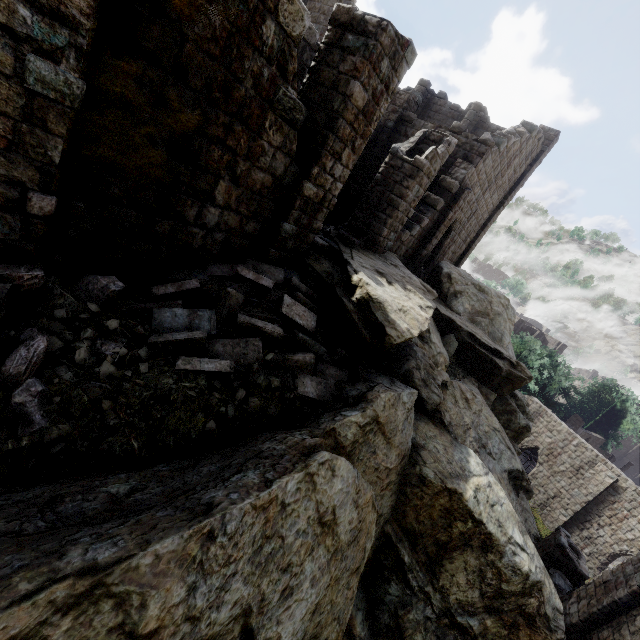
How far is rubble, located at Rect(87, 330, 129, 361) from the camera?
3.94m

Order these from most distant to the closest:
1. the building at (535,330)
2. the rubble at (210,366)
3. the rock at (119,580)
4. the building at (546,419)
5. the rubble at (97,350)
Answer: the building at (535,330) → the building at (546,419) → the rubble at (210,366) → the rubble at (97,350) → the rock at (119,580)

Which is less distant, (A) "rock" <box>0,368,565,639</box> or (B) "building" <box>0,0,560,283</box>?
(A) "rock" <box>0,368,565,639</box>

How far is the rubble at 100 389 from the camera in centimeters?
358cm

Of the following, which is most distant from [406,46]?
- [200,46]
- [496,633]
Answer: [496,633]

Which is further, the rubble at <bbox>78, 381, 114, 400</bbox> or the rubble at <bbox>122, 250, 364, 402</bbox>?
the rubble at <bbox>122, 250, 364, 402</bbox>

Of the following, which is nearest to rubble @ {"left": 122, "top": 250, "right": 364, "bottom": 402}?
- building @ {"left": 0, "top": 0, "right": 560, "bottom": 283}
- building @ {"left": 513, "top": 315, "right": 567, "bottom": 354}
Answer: building @ {"left": 0, "top": 0, "right": 560, "bottom": 283}

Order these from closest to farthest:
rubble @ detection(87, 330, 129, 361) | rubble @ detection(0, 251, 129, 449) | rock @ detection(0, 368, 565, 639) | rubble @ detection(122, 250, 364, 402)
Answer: rock @ detection(0, 368, 565, 639)
rubble @ detection(0, 251, 129, 449)
rubble @ detection(87, 330, 129, 361)
rubble @ detection(122, 250, 364, 402)
